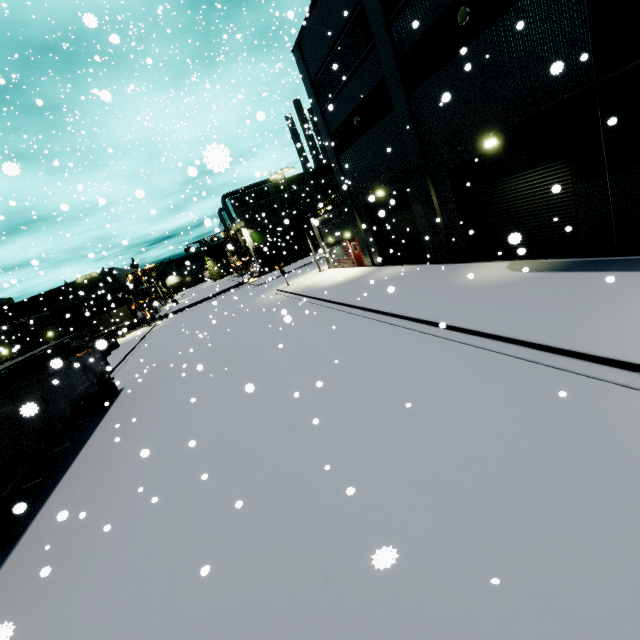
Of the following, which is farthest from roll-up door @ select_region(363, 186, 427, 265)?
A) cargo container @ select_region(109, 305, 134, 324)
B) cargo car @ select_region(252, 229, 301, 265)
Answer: cargo container @ select_region(109, 305, 134, 324)

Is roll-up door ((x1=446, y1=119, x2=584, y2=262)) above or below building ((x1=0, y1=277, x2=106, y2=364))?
below

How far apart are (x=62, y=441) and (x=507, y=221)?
21.51m

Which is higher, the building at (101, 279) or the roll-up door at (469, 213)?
the building at (101, 279)

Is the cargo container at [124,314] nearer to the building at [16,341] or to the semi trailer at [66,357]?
the building at [16,341]

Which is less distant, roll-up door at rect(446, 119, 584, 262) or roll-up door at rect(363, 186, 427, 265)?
roll-up door at rect(446, 119, 584, 262)

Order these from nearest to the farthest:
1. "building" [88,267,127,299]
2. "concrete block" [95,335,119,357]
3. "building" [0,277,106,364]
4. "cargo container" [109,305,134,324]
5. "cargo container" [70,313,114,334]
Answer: "concrete block" [95,335,119,357] < "building" [0,277,106,364] < "cargo container" [70,313,114,334] < "cargo container" [109,305,134,324] < "building" [88,267,127,299]

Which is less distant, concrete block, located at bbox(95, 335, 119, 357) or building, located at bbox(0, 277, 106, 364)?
concrete block, located at bbox(95, 335, 119, 357)
